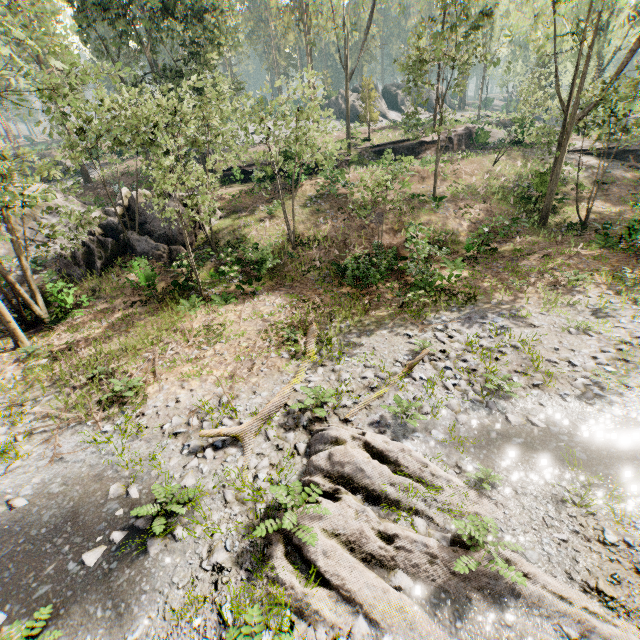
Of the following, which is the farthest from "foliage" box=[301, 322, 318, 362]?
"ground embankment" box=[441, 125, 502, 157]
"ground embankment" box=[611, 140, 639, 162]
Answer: "ground embankment" box=[441, 125, 502, 157]

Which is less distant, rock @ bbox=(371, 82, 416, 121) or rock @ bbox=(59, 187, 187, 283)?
rock @ bbox=(59, 187, 187, 283)

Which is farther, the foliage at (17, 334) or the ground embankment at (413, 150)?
the ground embankment at (413, 150)

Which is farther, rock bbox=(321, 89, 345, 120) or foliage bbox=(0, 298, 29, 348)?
rock bbox=(321, 89, 345, 120)

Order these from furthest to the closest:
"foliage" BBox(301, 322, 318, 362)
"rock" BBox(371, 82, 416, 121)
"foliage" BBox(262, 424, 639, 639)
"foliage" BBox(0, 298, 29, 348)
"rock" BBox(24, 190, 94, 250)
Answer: "rock" BBox(371, 82, 416, 121) → "rock" BBox(24, 190, 94, 250) → "foliage" BBox(0, 298, 29, 348) → "foliage" BBox(301, 322, 318, 362) → "foliage" BBox(262, 424, 639, 639)

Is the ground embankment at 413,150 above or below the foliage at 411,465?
above

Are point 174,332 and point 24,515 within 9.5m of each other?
yes
